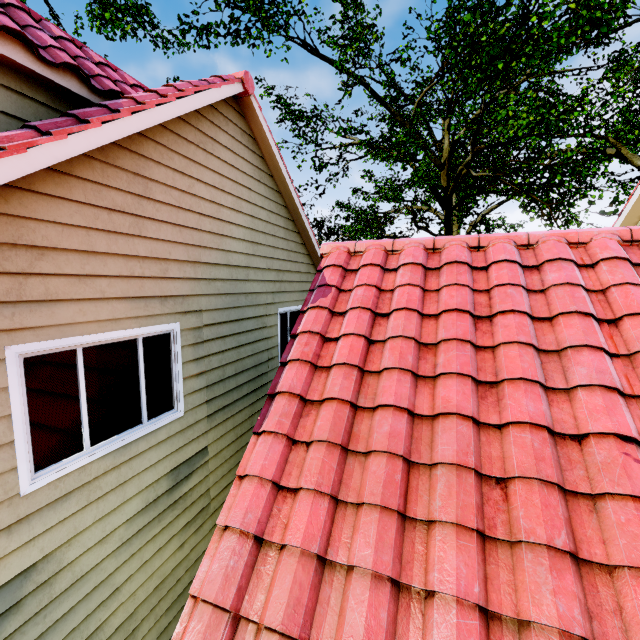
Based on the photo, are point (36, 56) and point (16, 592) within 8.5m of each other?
yes
